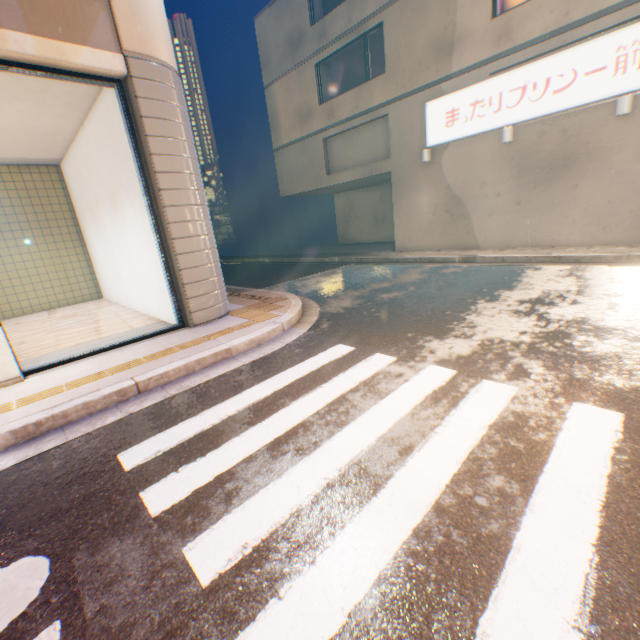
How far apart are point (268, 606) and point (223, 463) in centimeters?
126cm

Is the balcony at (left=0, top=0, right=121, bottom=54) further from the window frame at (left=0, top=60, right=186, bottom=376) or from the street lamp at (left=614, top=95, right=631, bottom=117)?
the street lamp at (left=614, top=95, right=631, bottom=117)

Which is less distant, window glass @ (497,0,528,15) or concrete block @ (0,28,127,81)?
concrete block @ (0,28,127,81)

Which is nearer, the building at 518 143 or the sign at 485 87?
the sign at 485 87

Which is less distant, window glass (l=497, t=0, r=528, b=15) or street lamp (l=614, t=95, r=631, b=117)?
street lamp (l=614, t=95, r=631, b=117)

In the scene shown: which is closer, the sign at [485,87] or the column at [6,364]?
the column at [6,364]

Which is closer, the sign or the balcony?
the balcony

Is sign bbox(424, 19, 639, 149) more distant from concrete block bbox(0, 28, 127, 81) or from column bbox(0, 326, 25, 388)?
column bbox(0, 326, 25, 388)
